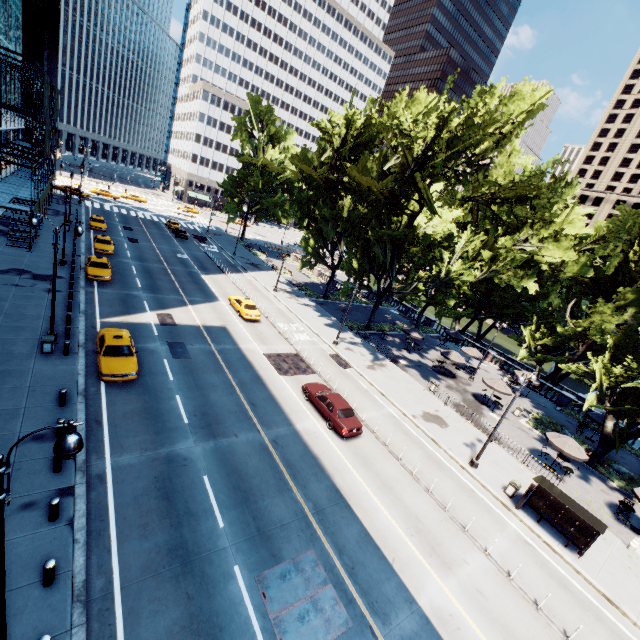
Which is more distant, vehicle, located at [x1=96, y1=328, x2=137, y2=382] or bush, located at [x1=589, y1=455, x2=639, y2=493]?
bush, located at [x1=589, y1=455, x2=639, y2=493]

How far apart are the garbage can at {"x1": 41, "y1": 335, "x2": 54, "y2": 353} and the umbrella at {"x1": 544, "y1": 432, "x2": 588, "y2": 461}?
33.2m

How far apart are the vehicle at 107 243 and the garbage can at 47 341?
20.6m

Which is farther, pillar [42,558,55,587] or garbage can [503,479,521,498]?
garbage can [503,479,521,498]

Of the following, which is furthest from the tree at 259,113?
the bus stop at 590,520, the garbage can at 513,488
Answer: the garbage can at 513,488

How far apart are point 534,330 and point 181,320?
39.46m

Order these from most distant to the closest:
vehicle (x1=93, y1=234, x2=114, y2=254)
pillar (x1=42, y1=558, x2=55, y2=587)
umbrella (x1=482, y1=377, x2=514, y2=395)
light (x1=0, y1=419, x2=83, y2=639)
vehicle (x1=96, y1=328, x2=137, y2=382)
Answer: vehicle (x1=93, y1=234, x2=114, y2=254) → umbrella (x1=482, y1=377, x2=514, y2=395) → vehicle (x1=96, y1=328, x2=137, y2=382) → pillar (x1=42, y1=558, x2=55, y2=587) → light (x1=0, y1=419, x2=83, y2=639)

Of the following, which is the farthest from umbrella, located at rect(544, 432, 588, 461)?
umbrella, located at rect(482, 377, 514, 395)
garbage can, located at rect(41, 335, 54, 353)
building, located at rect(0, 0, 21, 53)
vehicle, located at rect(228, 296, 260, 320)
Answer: building, located at rect(0, 0, 21, 53)
